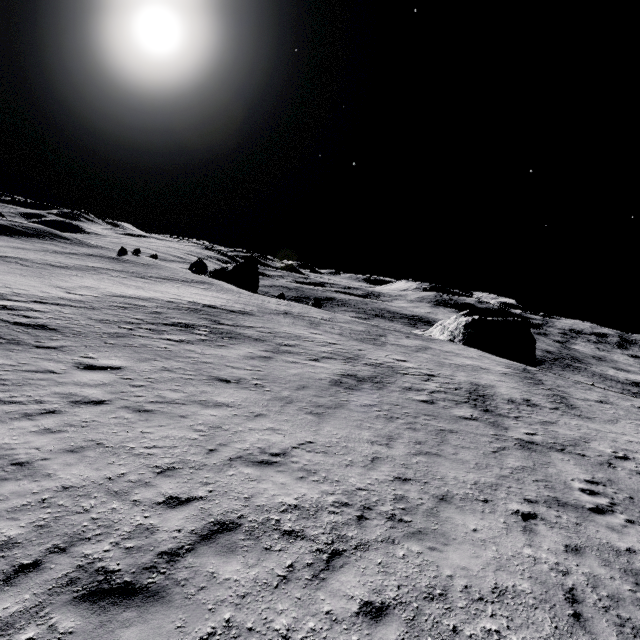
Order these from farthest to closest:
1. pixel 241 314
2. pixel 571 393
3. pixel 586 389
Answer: pixel 241 314
pixel 586 389
pixel 571 393

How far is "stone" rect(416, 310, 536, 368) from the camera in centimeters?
4256cm

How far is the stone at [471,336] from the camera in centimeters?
4256cm
